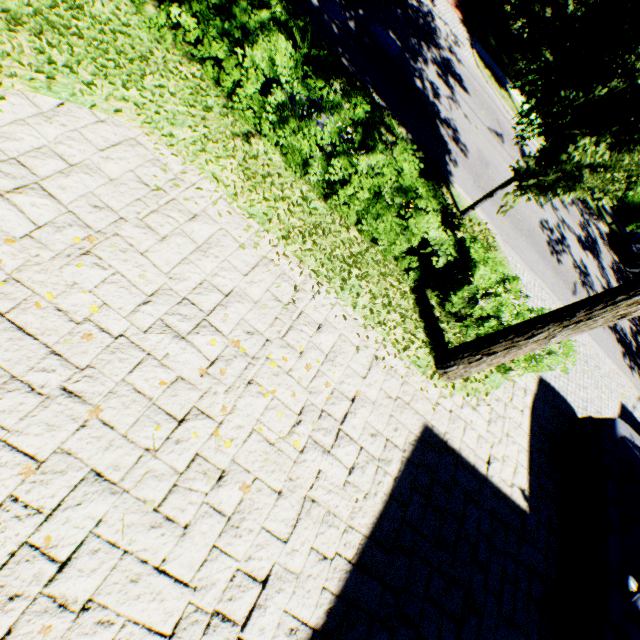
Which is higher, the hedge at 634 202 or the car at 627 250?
the hedge at 634 202

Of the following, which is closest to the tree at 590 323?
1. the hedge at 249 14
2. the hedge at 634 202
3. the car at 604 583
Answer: the hedge at 249 14

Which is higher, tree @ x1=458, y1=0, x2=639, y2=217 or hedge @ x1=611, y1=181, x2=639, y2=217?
tree @ x1=458, y1=0, x2=639, y2=217

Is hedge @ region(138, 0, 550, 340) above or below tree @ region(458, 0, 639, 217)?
below

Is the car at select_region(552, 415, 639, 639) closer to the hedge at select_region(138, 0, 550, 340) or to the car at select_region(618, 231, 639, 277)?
the hedge at select_region(138, 0, 550, 340)

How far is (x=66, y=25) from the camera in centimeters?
469cm

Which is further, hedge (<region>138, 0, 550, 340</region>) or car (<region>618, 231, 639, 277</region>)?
car (<region>618, 231, 639, 277</region>)

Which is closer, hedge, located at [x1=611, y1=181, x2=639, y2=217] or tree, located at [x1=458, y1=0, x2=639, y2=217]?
tree, located at [x1=458, y1=0, x2=639, y2=217]
